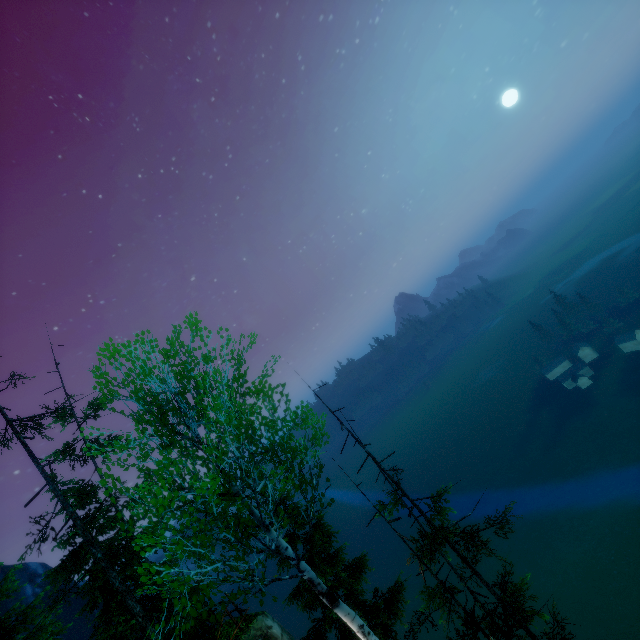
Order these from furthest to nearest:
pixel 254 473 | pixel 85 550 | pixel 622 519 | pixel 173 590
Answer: pixel 622 519
pixel 85 550
pixel 254 473
pixel 173 590
